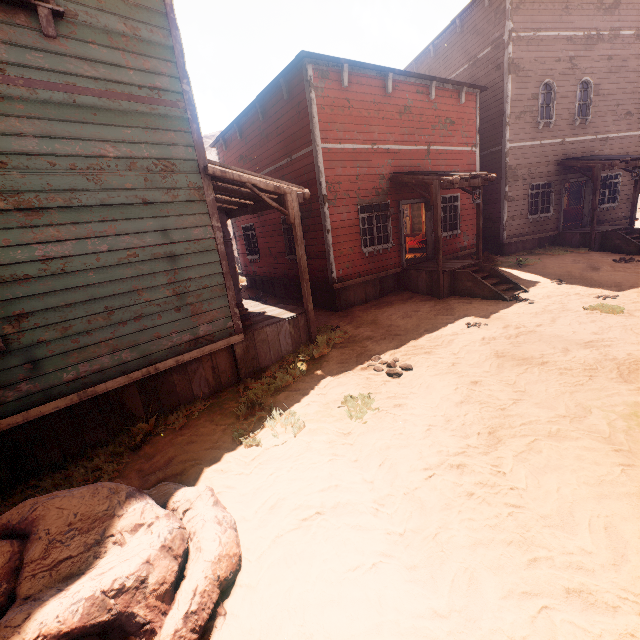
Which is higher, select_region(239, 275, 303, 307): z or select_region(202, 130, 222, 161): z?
select_region(202, 130, 222, 161): z

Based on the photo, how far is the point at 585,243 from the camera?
Answer: 14.28m

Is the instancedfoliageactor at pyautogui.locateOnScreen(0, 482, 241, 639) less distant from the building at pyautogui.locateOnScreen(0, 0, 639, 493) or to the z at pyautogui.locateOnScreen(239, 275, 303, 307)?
the z at pyautogui.locateOnScreen(239, 275, 303, 307)

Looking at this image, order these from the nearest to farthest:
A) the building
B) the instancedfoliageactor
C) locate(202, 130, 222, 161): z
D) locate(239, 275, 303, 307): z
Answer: the instancedfoliageactor
the building
locate(239, 275, 303, 307): z
locate(202, 130, 222, 161): z

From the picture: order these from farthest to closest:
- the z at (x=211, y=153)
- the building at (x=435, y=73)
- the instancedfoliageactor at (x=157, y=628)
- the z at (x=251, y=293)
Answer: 1. the z at (x=211, y=153)
2. the z at (x=251, y=293)
3. the building at (x=435, y=73)
4. the instancedfoliageactor at (x=157, y=628)

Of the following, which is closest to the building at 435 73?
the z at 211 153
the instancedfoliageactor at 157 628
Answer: the z at 211 153
